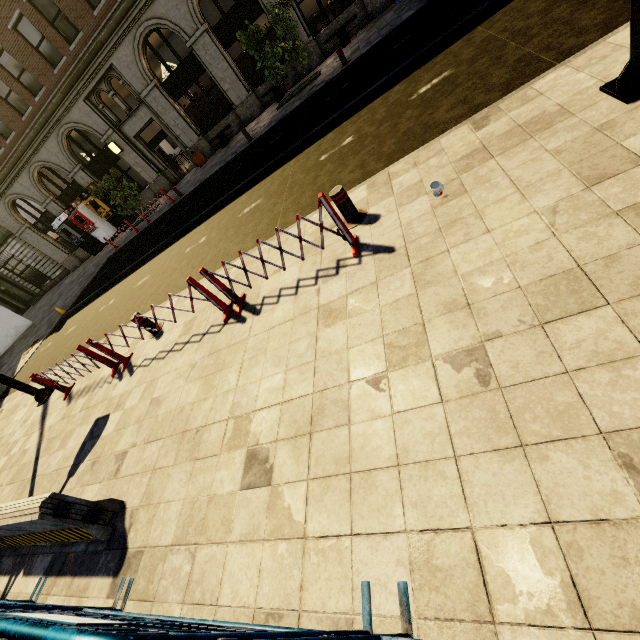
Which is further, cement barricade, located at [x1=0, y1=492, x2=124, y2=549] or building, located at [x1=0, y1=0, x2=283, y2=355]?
building, located at [x1=0, y1=0, x2=283, y2=355]

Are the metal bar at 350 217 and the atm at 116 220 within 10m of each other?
no

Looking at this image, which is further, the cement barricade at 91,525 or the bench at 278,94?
the bench at 278,94

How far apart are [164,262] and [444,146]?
9.2m

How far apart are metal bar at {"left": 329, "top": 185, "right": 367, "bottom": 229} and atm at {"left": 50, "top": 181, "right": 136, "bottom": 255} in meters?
24.0

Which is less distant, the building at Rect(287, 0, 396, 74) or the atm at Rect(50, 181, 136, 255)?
the building at Rect(287, 0, 396, 74)

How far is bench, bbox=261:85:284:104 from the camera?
16.6 meters

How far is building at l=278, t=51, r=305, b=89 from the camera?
16.3 meters
